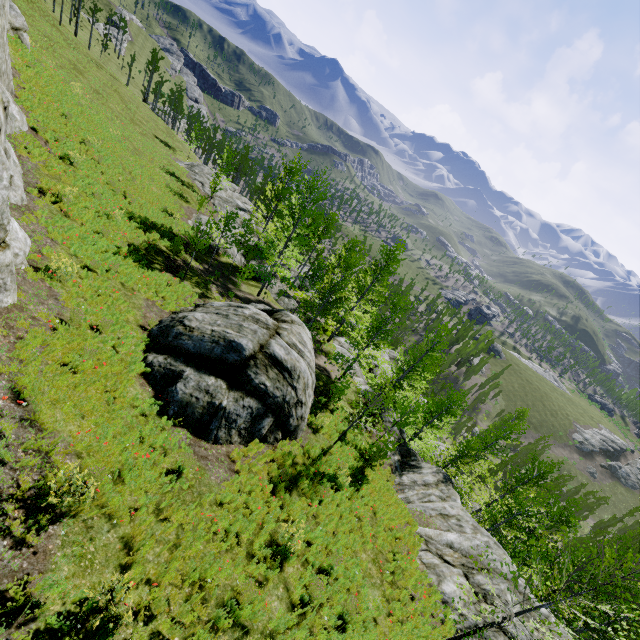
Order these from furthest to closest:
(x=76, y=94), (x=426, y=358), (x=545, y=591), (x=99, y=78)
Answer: (x=99, y=78)
(x=426, y=358)
(x=76, y=94)
(x=545, y=591)

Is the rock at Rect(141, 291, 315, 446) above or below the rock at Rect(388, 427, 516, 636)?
above

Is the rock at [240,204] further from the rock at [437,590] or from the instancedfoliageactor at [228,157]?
the instancedfoliageactor at [228,157]

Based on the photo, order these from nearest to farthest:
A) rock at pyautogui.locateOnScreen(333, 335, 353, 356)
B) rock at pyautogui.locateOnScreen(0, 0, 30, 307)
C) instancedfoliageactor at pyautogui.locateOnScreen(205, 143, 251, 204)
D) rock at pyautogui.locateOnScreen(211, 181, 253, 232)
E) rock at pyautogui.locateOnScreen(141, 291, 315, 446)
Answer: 1. rock at pyautogui.locateOnScreen(0, 0, 30, 307)
2. rock at pyautogui.locateOnScreen(141, 291, 315, 446)
3. rock at pyautogui.locateOnScreen(333, 335, 353, 356)
4. instancedfoliageactor at pyautogui.locateOnScreen(205, 143, 251, 204)
5. rock at pyautogui.locateOnScreen(211, 181, 253, 232)

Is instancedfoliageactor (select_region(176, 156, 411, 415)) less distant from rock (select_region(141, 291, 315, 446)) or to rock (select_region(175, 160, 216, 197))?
rock (select_region(175, 160, 216, 197))

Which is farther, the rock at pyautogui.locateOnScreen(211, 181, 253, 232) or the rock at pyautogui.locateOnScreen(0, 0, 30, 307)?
the rock at pyautogui.locateOnScreen(211, 181, 253, 232)

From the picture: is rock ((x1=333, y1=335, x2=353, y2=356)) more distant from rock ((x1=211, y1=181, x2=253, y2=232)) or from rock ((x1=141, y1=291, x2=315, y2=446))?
rock ((x1=211, y1=181, x2=253, y2=232))

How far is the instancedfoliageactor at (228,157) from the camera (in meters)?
31.44
